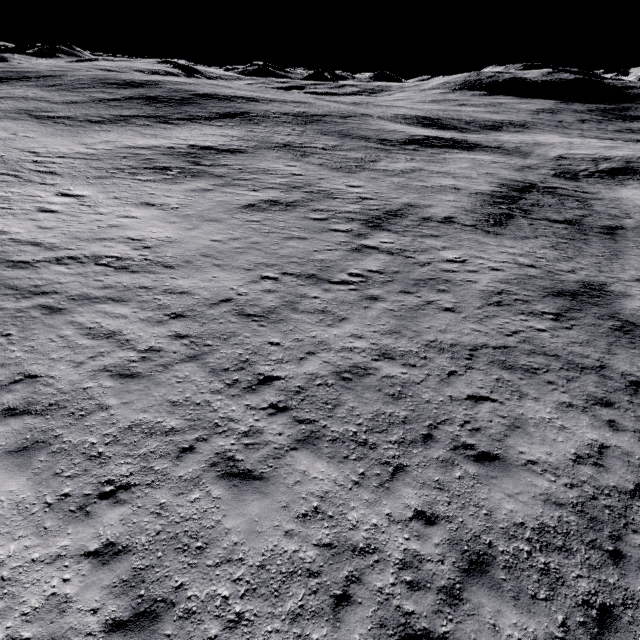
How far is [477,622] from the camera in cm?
546
